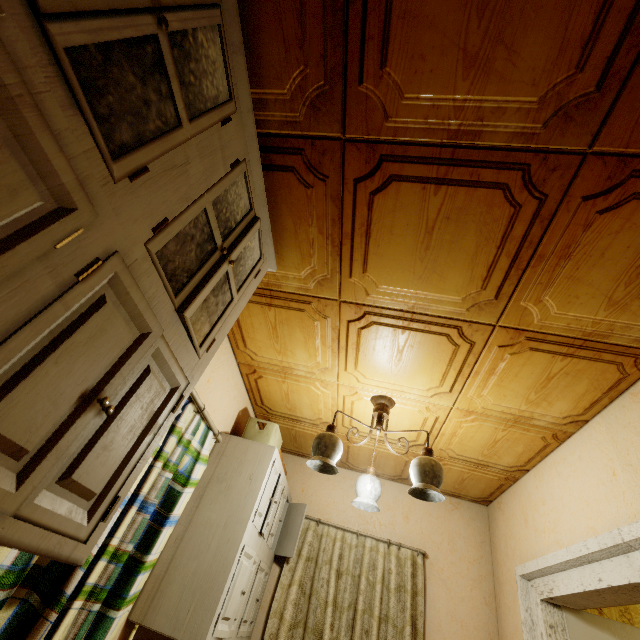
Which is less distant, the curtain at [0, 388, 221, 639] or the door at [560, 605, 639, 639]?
the curtain at [0, 388, 221, 639]

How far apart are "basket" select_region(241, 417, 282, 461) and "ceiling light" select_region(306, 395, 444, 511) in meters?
0.7 m

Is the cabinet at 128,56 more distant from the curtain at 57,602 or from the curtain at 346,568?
the curtain at 346,568

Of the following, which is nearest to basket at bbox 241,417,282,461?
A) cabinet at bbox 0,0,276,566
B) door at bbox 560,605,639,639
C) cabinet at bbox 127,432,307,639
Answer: cabinet at bbox 127,432,307,639

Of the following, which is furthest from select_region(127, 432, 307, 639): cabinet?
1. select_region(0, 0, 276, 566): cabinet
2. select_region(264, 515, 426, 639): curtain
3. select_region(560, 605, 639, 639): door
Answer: select_region(560, 605, 639, 639): door

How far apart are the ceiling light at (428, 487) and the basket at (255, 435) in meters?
0.7 m

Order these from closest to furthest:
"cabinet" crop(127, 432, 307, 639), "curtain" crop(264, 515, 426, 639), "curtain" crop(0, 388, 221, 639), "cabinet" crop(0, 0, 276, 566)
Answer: "cabinet" crop(0, 0, 276, 566), "curtain" crop(0, 388, 221, 639), "cabinet" crop(127, 432, 307, 639), "curtain" crop(264, 515, 426, 639)

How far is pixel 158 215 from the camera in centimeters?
83cm
